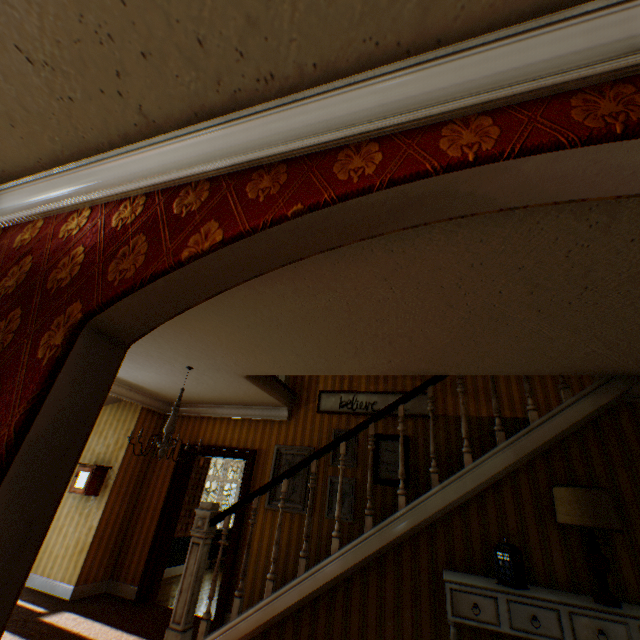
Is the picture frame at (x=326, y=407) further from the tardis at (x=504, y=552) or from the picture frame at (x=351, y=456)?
the tardis at (x=504, y=552)

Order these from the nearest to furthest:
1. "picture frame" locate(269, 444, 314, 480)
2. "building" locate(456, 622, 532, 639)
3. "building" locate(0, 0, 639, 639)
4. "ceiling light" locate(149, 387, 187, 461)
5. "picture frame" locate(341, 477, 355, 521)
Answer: "building" locate(0, 0, 639, 639) < "building" locate(456, 622, 532, 639) < "ceiling light" locate(149, 387, 187, 461) < "picture frame" locate(341, 477, 355, 521) < "picture frame" locate(269, 444, 314, 480)

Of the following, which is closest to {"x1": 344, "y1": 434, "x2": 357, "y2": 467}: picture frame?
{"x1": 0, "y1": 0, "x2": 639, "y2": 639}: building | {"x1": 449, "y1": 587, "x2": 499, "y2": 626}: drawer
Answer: {"x1": 0, "y1": 0, "x2": 639, "y2": 639}: building

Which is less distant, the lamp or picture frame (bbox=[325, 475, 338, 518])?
the lamp

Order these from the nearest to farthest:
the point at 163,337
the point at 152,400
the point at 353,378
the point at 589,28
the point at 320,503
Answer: the point at 589,28 → the point at 163,337 → the point at 320,503 → the point at 353,378 → the point at 152,400

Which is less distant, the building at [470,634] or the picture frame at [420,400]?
the building at [470,634]

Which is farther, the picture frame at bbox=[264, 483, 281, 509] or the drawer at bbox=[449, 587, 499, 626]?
the picture frame at bbox=[264, 483, 281, 509]

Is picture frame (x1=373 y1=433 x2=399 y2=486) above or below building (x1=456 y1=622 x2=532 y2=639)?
above
